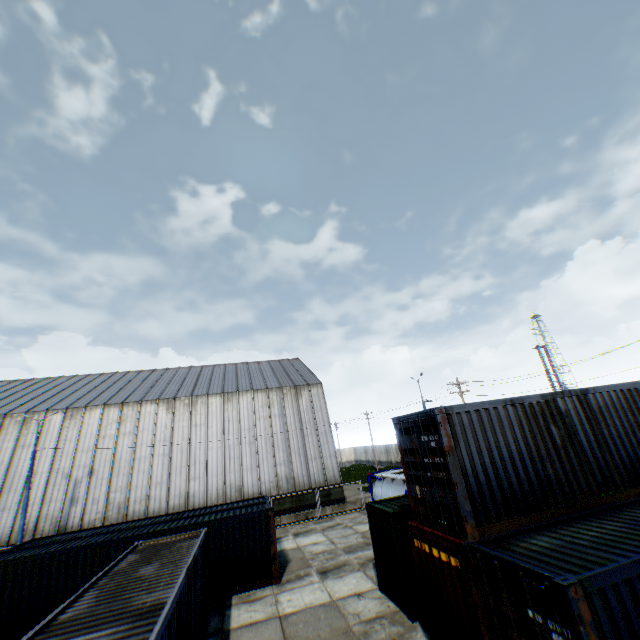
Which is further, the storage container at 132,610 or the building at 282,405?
the building at 282,405

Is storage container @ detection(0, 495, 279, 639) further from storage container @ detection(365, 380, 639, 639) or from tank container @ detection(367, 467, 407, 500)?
tank container @ detection(367, 467, 407, 500)

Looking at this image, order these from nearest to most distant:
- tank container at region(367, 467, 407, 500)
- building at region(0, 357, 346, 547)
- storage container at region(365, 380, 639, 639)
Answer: storage container at region(365, 380, 639, 639)
tank container at region(367, 467, 407, 500)
building at region(0, 357, 346, 547)

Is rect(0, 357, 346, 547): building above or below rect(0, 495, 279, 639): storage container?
above

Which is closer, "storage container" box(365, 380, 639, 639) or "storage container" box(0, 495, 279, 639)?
"storage container" box(365, 380, 639, 639)

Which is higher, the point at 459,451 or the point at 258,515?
the point at 459,451

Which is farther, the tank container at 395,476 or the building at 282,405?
the building at 282,405

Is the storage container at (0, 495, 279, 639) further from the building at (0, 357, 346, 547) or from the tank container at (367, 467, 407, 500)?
the building at (0, 357, 346, 547)
